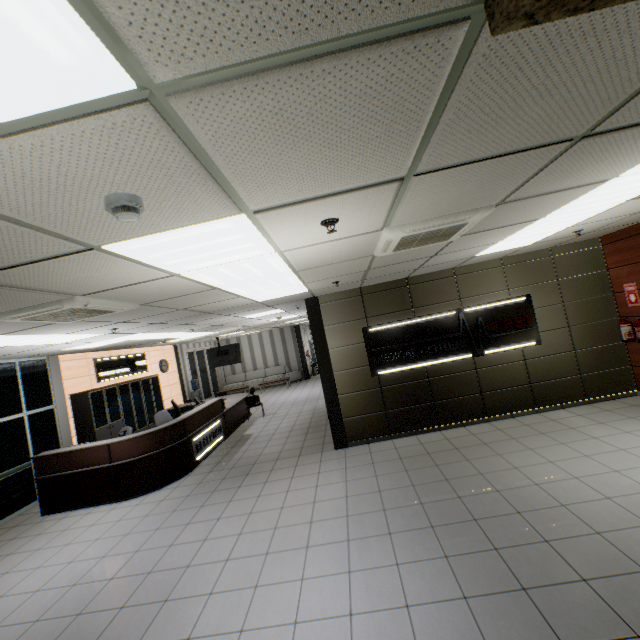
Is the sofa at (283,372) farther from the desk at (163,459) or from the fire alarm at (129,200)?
the fire alarm at (129,200)

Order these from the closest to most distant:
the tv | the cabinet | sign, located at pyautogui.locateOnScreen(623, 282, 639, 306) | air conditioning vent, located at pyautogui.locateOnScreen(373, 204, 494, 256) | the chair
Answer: air conditioning vent, located at pyautogui.locateOnScreen(373, 204, 494, 256)
sign, located at pyautogui.locateOnScreen(623, 282, 639, 306)
the cabinet
the chair
the tv

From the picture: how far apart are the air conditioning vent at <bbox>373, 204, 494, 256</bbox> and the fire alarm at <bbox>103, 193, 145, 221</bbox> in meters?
2.0 m

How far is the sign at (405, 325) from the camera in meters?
6.6

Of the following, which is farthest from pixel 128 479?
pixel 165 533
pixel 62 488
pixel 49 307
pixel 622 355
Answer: pixel 622 355

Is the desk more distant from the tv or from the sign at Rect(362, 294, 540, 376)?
the sign at Rect(362, 294, 540, 376)

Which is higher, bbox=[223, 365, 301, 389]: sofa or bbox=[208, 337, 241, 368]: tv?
bbox=[208, 337, 241, 368]: tv

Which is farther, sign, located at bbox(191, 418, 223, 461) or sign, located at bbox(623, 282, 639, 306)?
sign, located at bbox(191, 418, 223, 461)
